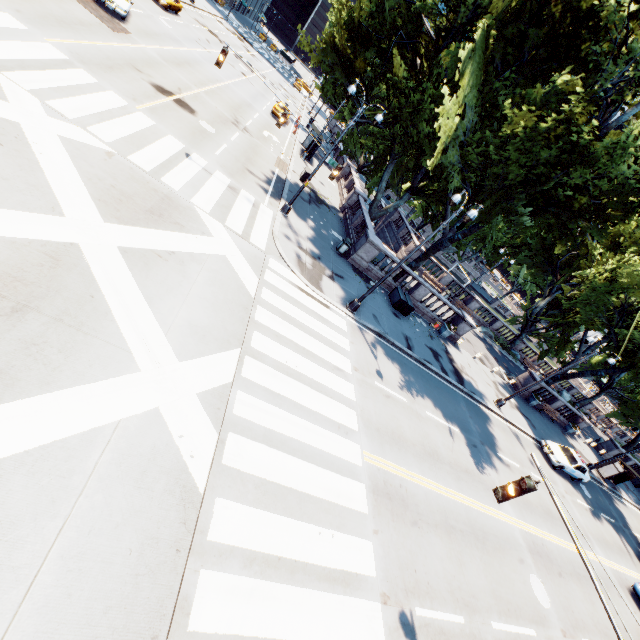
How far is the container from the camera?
21.1 meters

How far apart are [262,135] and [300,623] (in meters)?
30.71

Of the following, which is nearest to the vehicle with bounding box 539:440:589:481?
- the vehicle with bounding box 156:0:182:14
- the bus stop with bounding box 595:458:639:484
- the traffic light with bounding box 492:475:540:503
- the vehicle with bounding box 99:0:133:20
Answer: the bus stop with bounding box 595:458:639:484

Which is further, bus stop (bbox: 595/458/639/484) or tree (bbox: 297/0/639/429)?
bus stop (bbox: 595/458/639/484)

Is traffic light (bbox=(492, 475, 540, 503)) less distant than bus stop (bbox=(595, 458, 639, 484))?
Yes

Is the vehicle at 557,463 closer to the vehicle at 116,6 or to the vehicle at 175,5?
the vehicle at 116,6

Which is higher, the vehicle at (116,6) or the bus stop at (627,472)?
the bus stop at (627,472)

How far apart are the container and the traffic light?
14.88m
